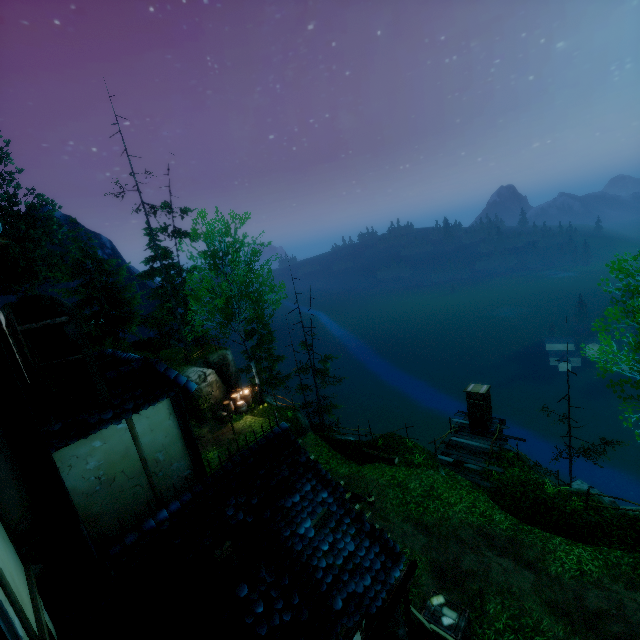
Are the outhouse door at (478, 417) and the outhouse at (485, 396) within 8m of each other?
yes

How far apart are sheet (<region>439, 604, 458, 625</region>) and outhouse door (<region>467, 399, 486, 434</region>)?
10.7 meters

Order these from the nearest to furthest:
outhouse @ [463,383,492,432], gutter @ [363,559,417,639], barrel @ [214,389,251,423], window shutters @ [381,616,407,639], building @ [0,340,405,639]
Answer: building @ [0,340,405,639], gutter @ [363,559,417,639], window shutters @ [381,616,407,639], outhouse @ [463,383,492,432], barrel @ [214,389,251,423]

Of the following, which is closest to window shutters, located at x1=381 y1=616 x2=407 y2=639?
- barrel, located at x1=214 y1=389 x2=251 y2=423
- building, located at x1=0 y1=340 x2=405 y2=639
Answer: building, located at x1=0 y1=340 x2=405 y2=639

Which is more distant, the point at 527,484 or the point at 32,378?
the point at 527,484

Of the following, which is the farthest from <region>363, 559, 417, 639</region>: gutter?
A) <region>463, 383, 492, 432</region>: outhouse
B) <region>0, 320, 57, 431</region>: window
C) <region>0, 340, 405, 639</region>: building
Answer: <region>463, 383, 492, 432</region>: outhouse

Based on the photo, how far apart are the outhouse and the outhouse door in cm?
2

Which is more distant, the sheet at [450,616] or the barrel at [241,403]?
the barrel at [241,403]
